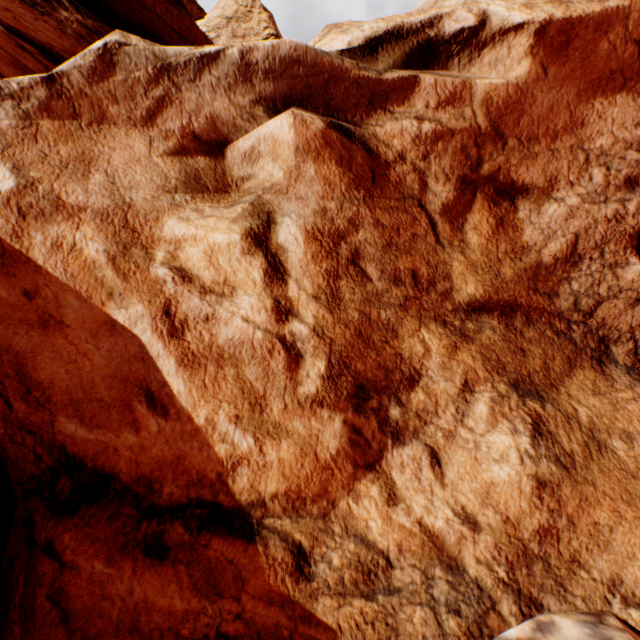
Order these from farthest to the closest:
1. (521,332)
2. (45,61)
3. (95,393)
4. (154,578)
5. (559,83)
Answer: (45,61)
(521,332)
(559,83)
(95,393)
(154,578)
